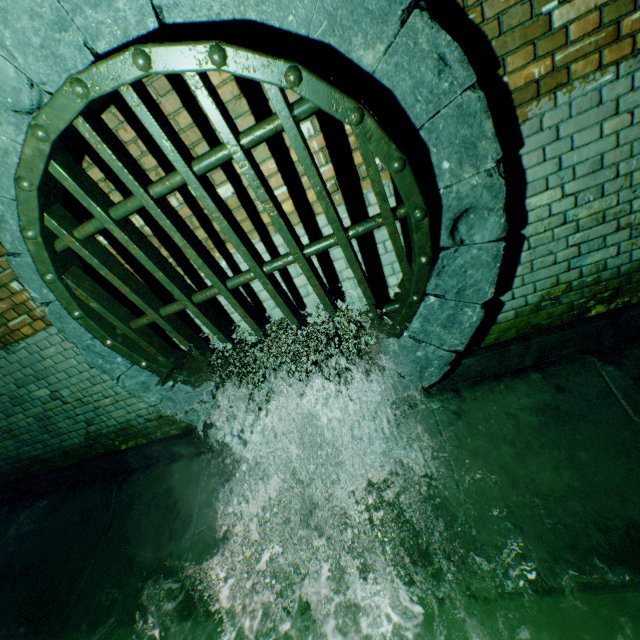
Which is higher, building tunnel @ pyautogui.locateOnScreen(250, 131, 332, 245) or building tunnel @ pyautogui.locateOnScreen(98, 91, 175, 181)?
building tunnel @ pyautogui.locateOnScreen(98, 91, 175, 181)

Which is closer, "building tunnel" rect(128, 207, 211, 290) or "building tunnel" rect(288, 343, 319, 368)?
"building tunnel" rect(128, 207, 211, 290)

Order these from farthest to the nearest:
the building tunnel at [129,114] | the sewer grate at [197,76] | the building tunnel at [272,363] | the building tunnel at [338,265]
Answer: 1. the building tunnel at [272,363]
2. the building tunnel at [338,265]
3. the building tunnel at [129,114]
4. the sewer grate at [197,76]

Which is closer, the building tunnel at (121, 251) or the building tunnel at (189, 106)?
the building tunnel at (189, 106)

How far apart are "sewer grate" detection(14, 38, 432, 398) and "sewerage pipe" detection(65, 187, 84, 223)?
0.0m

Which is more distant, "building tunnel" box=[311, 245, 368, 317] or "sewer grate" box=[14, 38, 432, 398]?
"building tunnel" box=[311, 245, 368, 317]

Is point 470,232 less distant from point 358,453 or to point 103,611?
point 358,453
